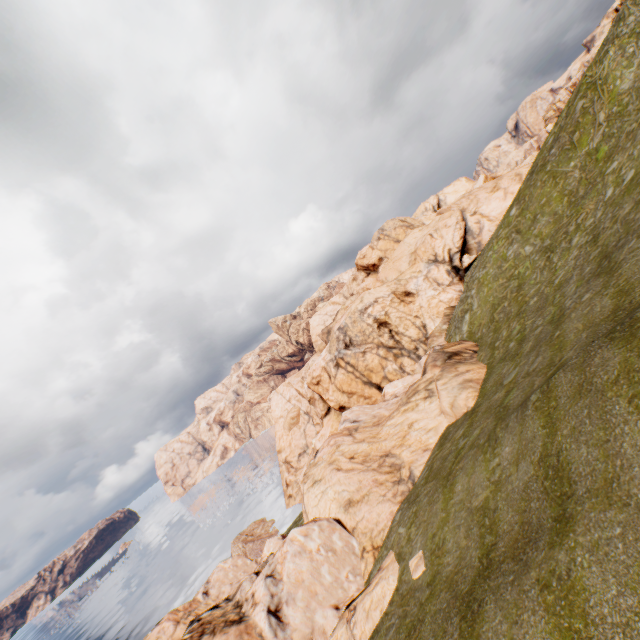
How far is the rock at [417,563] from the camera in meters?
13.2

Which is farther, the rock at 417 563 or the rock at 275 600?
the rock at 275 600

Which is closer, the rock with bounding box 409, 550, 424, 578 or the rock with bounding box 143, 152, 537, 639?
the rock with bounding box 409, 550, 424, 578

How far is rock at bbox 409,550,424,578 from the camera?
13.2m

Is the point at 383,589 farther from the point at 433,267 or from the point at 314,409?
the point at 314,409
